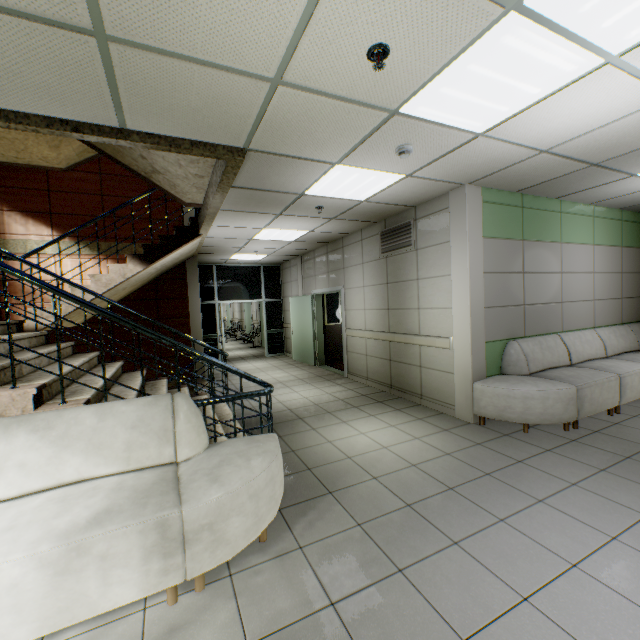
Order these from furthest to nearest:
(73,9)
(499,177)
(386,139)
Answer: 1. (499,177)
2. (386,139)
3. (73,9)

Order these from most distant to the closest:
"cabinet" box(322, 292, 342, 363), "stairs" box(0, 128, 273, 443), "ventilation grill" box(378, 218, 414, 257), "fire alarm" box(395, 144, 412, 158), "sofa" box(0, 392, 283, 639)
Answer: "cabinet" box(322, 292, 342, 363) < "ventilation grill" box(378, 218, 414, 257) < "fire alarm" box(395, 144, 412, 158) < "stairs" box(0, 128, 273, 443) < "sofa" box(0, 392, 283, 639)

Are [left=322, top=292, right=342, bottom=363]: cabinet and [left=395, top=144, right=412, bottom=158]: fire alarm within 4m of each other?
no

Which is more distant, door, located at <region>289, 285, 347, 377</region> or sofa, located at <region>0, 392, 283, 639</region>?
door, located at <region>289, 285, 347, 377</region>

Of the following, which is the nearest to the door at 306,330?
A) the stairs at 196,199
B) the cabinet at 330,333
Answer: the cabinet at 330,333

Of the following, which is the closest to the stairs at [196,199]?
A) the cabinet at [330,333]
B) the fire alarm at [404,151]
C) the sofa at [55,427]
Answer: the sofa at [55,427]

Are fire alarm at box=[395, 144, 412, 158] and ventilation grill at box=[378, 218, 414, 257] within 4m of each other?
Result: yes

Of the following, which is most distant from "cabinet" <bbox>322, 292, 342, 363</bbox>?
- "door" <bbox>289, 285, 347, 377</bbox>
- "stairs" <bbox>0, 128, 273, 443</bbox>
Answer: "stairs" <bbox>0, 128, 273, 443</bbox>
